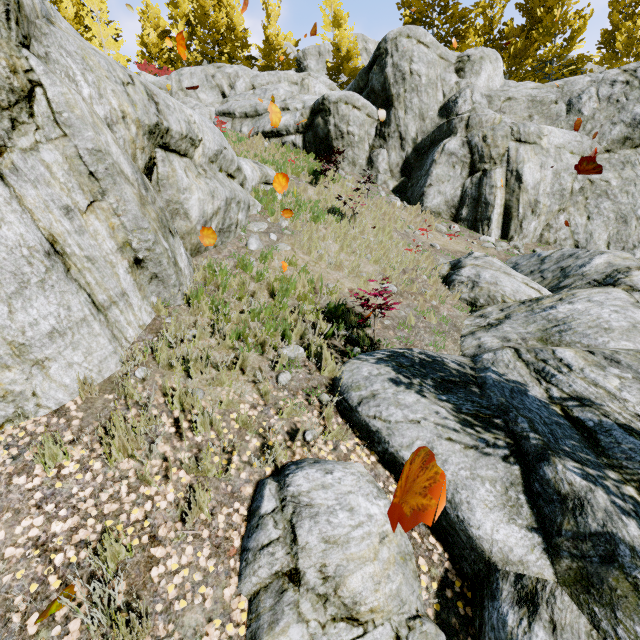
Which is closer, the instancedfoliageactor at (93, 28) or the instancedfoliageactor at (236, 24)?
the instancedfoliageactor at (236, 24)

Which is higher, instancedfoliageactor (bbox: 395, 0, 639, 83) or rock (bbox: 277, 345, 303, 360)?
instancedfoliageactor (bbox: 395, 0, 639, 83)

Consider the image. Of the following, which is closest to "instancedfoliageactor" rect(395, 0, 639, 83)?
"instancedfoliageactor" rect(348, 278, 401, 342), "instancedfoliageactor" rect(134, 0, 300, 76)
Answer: "instancedfoliageactor" rect(348, 278, 401, 342)

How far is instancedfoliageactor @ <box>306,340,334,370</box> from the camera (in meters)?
4.69

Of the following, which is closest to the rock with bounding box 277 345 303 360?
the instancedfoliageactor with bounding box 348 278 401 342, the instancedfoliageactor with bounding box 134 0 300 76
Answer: the instancedfoliageactor with bounding box 348 278 401 342

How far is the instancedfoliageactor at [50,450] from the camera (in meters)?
2.87

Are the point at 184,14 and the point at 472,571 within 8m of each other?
no

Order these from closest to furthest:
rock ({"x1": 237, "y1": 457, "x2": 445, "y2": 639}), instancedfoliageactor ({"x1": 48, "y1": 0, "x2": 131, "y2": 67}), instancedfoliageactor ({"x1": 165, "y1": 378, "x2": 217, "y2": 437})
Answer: rock ({"x1": 237, "y1": 457, "x2": 445, "y2": 639}) < instancedfoliageactor ({"x1": 165, "y1": 378, "x2": 217, "y2": 437}) < instancedfoliageactor ({"x1": 48, "y1": 0, "x2": 131, "y2": 67})
